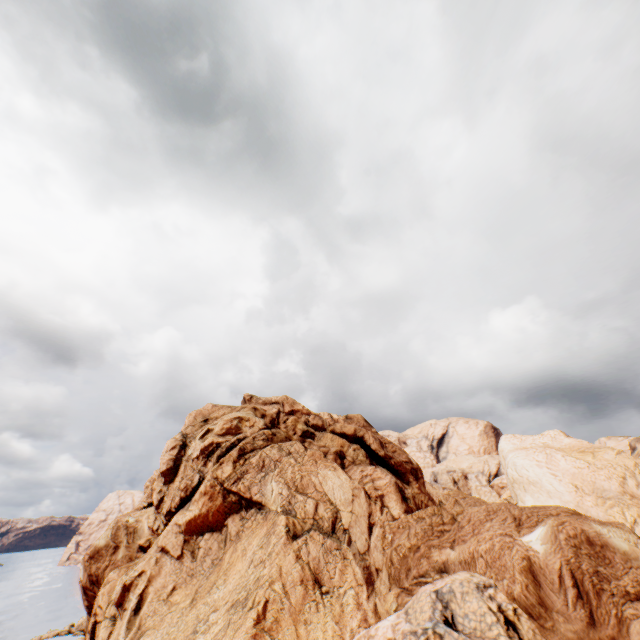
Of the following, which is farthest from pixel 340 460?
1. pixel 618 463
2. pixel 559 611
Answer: pixel 618 463
